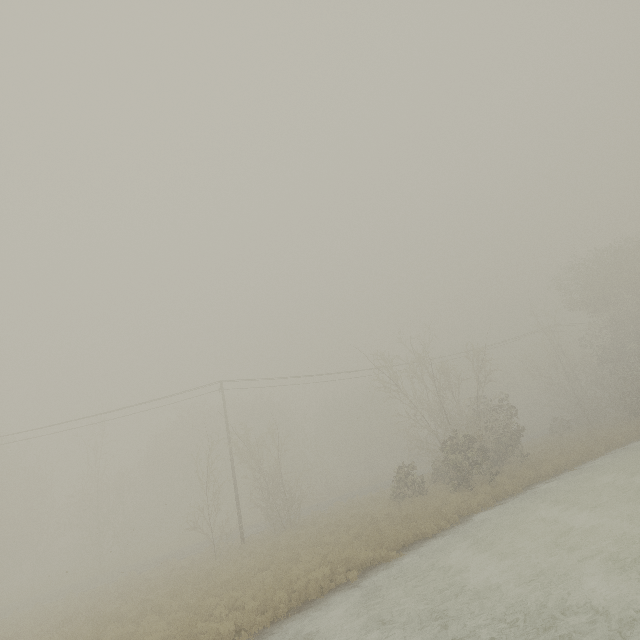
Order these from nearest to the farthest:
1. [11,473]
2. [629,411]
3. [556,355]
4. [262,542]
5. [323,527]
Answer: [323,527] → [262,542] → [629,411] → [556,355] → [11,473]
